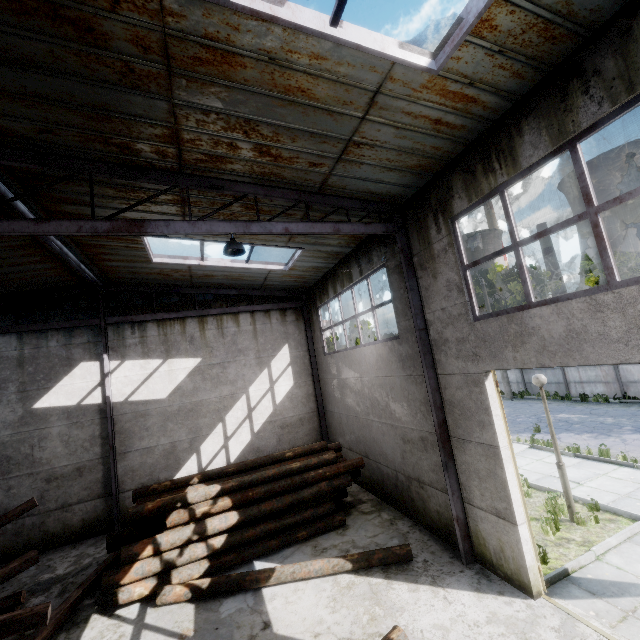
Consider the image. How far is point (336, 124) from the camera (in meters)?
5.08

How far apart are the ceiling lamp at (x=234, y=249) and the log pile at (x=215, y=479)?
6.1m

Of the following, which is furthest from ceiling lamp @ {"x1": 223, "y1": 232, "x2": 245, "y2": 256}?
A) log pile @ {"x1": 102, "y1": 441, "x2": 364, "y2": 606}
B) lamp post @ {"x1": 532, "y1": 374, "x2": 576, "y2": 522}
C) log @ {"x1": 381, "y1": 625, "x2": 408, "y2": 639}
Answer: lamp post @ {"x1": 532, "y1": 374, "x2": 576, "y2": 522}

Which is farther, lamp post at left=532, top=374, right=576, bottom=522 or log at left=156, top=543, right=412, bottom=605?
lamp post at left=532, top=374, right=576, bottom=522

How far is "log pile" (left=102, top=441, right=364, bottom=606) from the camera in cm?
720

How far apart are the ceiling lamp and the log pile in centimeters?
607cm

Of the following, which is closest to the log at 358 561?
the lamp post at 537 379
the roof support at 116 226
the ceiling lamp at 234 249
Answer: the roof support at 116 226

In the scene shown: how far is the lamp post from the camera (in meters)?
7.57
